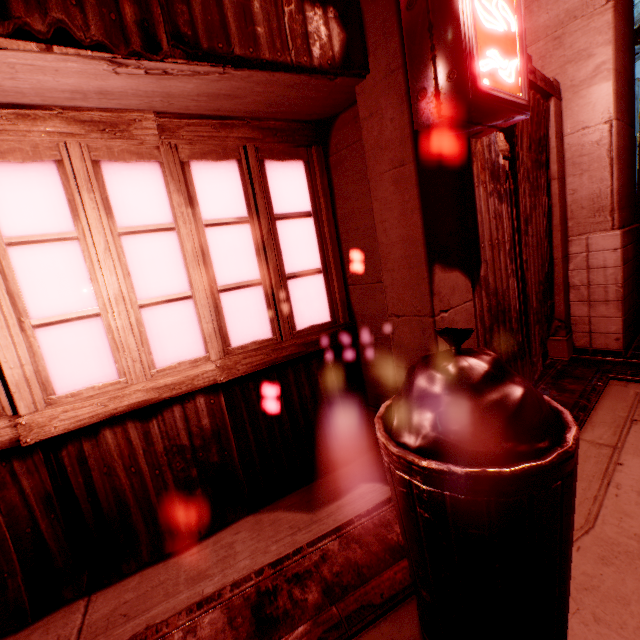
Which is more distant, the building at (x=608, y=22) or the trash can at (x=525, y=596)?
the building at (x=608, y=22)

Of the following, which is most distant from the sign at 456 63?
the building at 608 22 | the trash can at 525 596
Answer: the trash can at 525 596

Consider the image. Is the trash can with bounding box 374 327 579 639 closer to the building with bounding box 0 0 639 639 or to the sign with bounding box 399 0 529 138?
the building with bounding box 0 0 639 639

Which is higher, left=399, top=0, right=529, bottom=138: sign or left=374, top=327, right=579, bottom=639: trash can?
left=399, top=0, right=529, bottom=138: sign

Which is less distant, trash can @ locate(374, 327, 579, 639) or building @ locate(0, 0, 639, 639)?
trash can @ locate(374, 327, 579, 639)

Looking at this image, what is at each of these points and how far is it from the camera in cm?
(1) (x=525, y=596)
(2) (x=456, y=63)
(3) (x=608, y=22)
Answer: (1) trash can, 105
(2) sign, 148
(3) building, 318

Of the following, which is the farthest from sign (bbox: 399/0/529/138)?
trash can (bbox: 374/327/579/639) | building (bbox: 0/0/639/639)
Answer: trash can (bbox: 374/327/579/639)
